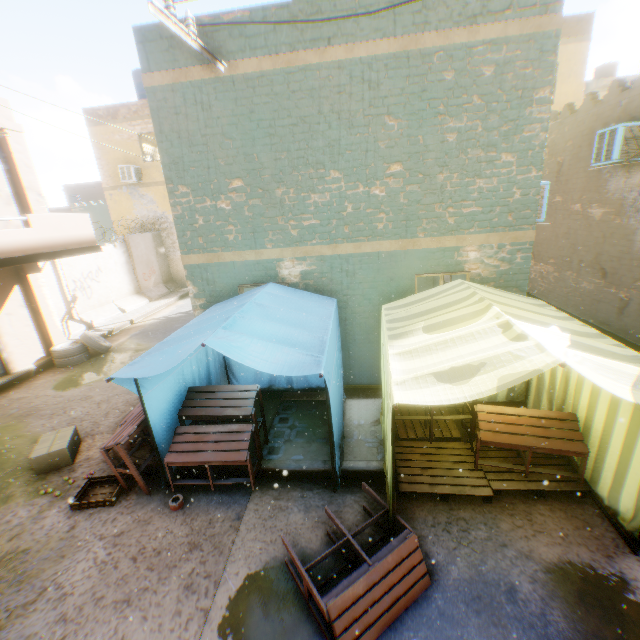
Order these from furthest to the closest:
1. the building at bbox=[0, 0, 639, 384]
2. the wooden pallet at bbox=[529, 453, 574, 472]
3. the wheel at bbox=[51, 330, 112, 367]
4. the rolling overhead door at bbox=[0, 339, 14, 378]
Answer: the wheel at bbox=[51, 330, 112, 367]
the rolling overhead door at bbox=[0, 339, 14, 378]
the building at bbox=[0, 0, 639, 384]
the wooden pallet at bbox=[529, 453, 574, 472]

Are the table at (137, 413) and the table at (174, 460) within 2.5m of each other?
yes

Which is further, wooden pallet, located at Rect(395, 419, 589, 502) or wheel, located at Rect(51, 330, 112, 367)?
wheel, located at Rect(51, 330, 112, 367)

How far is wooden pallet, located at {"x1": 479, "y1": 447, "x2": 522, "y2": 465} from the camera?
4.66m

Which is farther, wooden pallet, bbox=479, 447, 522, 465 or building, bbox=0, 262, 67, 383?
building, bbox=0, 262, 67, 383

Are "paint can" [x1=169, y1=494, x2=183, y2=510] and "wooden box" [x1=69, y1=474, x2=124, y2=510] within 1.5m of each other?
yes

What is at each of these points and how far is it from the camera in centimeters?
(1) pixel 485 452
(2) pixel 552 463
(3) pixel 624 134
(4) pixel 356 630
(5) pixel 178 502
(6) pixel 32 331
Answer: (1) wooden pallet, 487cm
(2) wooden pallet, 457cm
(3) air conditioner, 749cm
(4) table, 307cm
(5) paint can, 472cm
(6) building, 1002cm

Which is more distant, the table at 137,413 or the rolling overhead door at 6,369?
the rolling overhead door at 6,369
